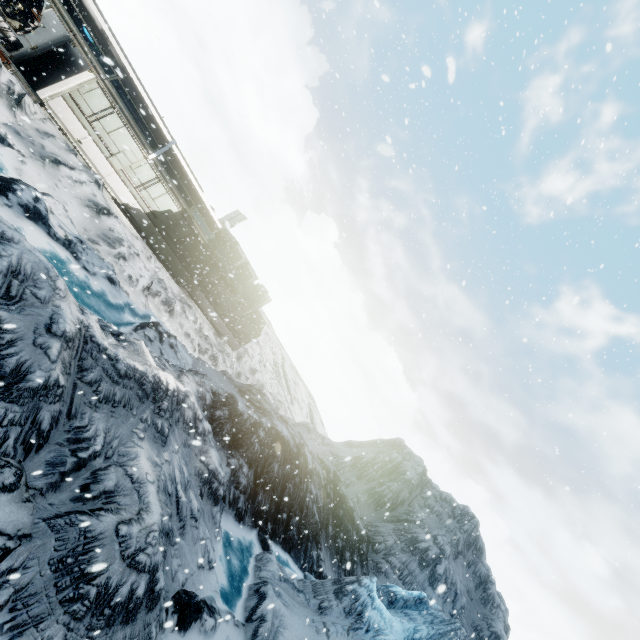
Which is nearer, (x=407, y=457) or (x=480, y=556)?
(x=480, y=556)
